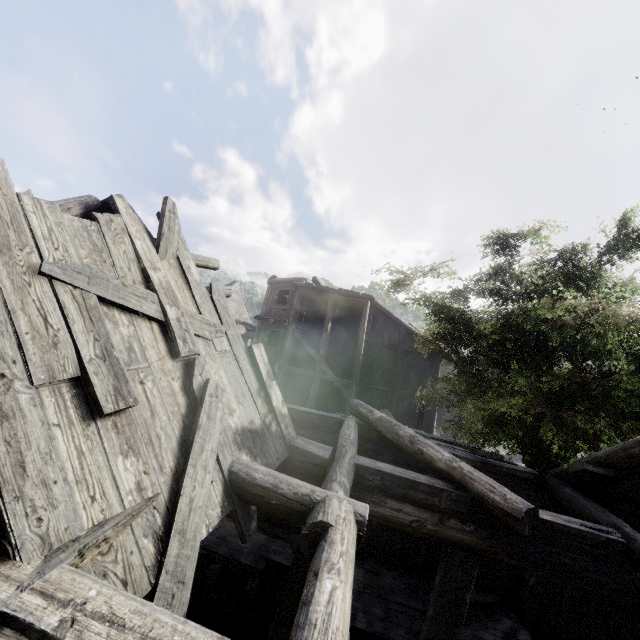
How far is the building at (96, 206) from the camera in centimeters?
417cm

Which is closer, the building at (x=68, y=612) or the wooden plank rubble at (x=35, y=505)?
the building at (x=68, y=612)

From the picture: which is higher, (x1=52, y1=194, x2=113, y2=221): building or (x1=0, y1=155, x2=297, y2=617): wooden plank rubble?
(x1=52, y1=194, x2=113, y2=221): building

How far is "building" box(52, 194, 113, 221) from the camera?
4.2m

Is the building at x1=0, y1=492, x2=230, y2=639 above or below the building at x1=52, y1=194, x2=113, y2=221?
below

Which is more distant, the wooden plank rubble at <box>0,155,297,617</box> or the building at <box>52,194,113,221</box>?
the building at <box>52,194,113,221</box>

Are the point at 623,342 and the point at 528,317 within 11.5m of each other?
yes

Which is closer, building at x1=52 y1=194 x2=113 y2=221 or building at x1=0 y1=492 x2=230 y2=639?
building at x1=0 y1=492 x2=230 y2=639
